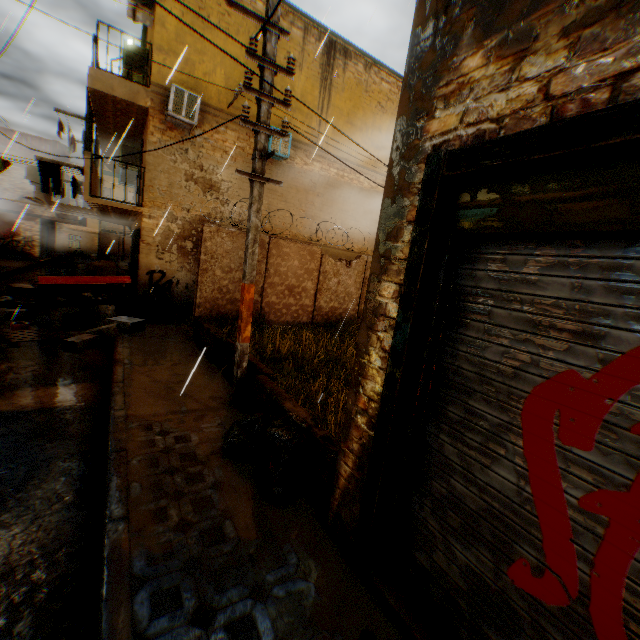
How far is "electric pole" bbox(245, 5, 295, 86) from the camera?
4.4m

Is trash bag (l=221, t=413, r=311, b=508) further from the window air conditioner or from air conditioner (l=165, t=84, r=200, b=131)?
the window air conditioner

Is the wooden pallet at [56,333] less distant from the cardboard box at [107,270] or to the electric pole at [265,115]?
the cardboard box at [107,270]

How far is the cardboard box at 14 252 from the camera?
22.0m

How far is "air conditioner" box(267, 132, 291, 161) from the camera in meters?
10.9

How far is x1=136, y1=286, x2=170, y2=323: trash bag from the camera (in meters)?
10.07

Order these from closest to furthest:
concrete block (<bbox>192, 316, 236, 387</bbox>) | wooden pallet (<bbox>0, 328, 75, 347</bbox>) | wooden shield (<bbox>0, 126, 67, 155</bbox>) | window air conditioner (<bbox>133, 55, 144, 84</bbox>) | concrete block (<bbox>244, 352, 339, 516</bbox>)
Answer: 1. concrete block (<bbox>244, 352, 339, 516</bbox>)
2. concrete block (<bbox>192, 316, 236, 387</bbox>)
3. wooden pallet (<bbox>0, 328, 75, 347</bbox>)
4. window air conditioner (<bbox>133, 55, 144, 84</bbox>)
5. wooden shield (<bbox>0, 126, 67, 155</bbox>)

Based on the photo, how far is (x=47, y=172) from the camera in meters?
8.8 m
